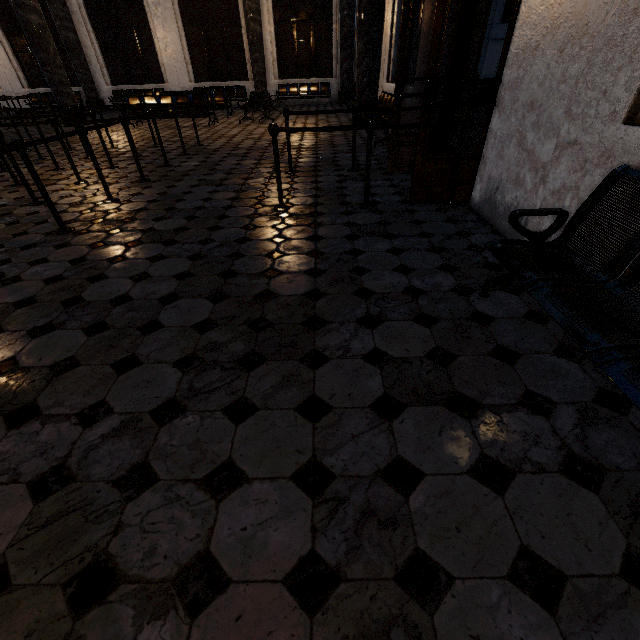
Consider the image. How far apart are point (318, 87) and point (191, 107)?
10.8m
